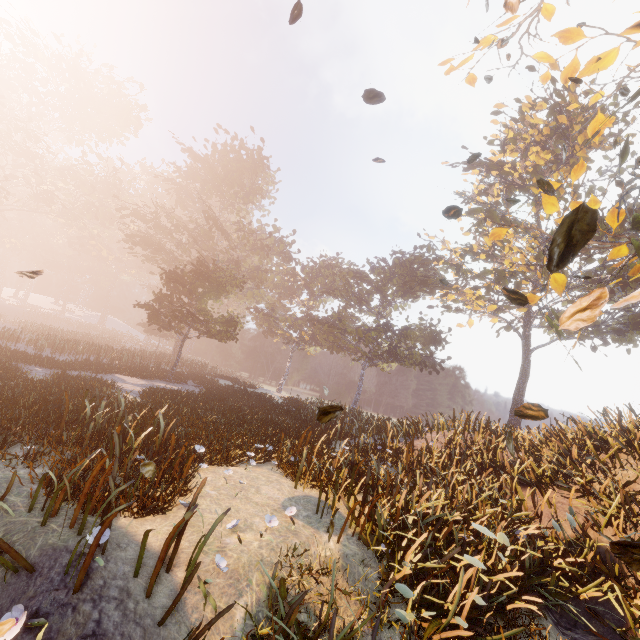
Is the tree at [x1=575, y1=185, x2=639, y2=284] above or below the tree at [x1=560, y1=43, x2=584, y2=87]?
below

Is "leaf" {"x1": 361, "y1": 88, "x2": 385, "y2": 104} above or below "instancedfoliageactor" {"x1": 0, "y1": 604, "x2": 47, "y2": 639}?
above

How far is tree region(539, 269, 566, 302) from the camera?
9.6 meters

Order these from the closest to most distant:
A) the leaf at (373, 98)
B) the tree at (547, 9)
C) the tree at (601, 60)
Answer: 1. the leaf at (373, 98)
2. the tree at (547, 9)
3. the tree at (601, 60)

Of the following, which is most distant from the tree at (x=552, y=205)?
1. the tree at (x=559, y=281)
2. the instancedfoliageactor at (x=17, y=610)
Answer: the instancedfoliageactor at (x=17, y=610)

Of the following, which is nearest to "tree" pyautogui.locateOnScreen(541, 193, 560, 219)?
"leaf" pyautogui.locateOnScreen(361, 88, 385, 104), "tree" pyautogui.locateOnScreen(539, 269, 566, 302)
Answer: "tree" pyautogui.locateOnScreen(539, 269, 566, 302)

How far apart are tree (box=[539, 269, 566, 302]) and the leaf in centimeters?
702cm

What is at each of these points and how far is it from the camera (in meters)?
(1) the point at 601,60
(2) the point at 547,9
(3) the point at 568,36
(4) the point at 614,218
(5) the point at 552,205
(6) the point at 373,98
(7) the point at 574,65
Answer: (1) tree, 9.46
(2) tree, 8.47
(3) tree, 8.96
(4) tree, 9.15
(5) tree, 9.38
(6) leaf, 6.04
(7) tree, 9.62
